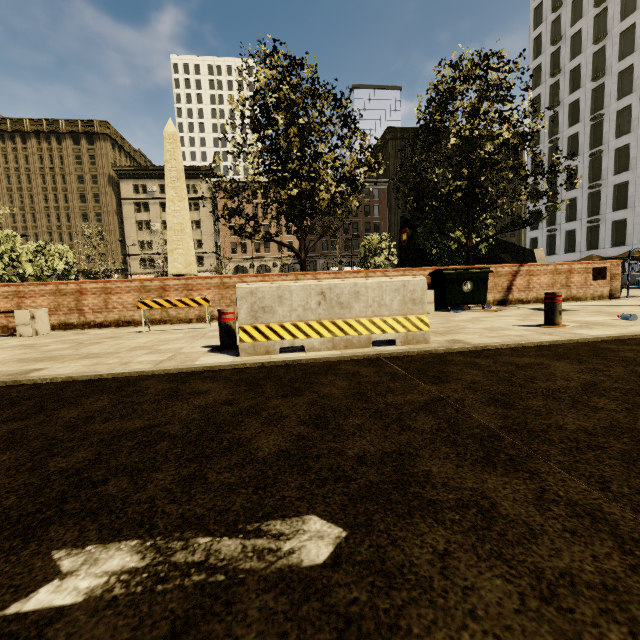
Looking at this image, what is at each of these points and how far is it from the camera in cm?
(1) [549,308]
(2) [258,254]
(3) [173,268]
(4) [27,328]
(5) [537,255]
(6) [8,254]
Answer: (1) metal bar, 500
(2) building, 5616
(3) obelisk, 2112
(4) bench, 703
(5) underground building, 2616
(6) tree, 2309

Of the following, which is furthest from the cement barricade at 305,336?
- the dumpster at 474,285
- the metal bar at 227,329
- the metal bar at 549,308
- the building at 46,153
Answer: the building at 46,153

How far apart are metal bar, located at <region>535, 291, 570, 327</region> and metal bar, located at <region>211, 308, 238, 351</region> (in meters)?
4.54

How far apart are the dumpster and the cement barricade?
4.4m

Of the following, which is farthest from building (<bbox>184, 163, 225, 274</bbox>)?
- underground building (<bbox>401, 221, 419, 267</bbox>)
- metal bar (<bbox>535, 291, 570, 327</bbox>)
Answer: underground building (<bbox>401, 221, 419, 267</bbox>)

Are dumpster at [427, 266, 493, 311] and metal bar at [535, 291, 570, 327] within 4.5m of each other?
yes

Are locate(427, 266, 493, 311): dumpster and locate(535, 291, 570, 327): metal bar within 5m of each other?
yes

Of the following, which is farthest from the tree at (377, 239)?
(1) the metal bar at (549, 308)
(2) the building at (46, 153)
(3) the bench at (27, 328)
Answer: (1) the metal bar at (549, 308)
